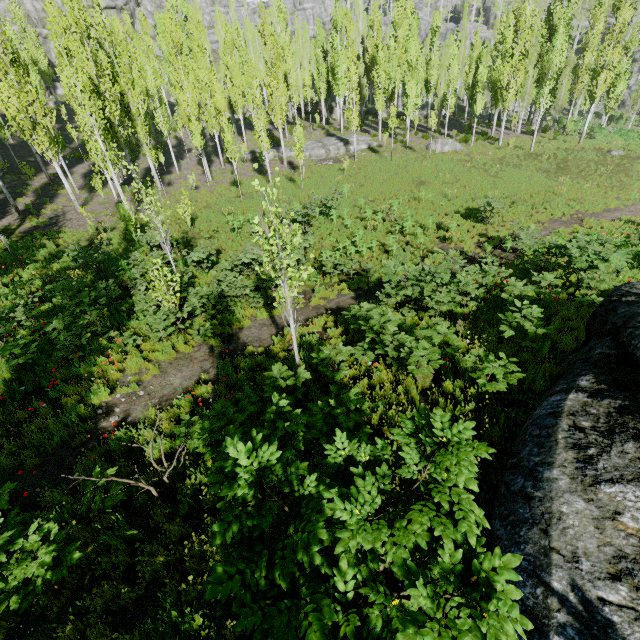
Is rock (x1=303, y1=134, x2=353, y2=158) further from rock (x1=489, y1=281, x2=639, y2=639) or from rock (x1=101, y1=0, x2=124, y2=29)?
rock (x1=489, y1=281, x2=639, y2=639)

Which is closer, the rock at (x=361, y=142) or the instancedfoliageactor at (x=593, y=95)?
the instancedfoliageactor at (x=593, y=95)

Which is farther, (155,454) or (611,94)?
(611,94)

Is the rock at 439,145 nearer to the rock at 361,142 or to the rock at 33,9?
the rock at 361,142

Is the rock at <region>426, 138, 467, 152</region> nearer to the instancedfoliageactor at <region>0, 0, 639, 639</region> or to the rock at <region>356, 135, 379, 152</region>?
the instancedfoliageactor at <region>0, 0, 639, 639</region>

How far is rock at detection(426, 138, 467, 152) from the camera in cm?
3162

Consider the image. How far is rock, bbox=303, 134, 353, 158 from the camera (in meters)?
32.84

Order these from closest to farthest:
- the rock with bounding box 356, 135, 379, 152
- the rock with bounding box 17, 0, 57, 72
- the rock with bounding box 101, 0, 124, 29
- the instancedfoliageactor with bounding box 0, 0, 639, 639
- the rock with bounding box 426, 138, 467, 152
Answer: the instancedfoliageactor with bounding box 0, 0, 639, 639 < the rock with bounding box 426, 138, 467, 152 < the rock with bounding box 356, 135, 379, 152 < the rock with bounding box 17, 0, 57, 72 < the rock with bounding box 101, 0, 124, 29
